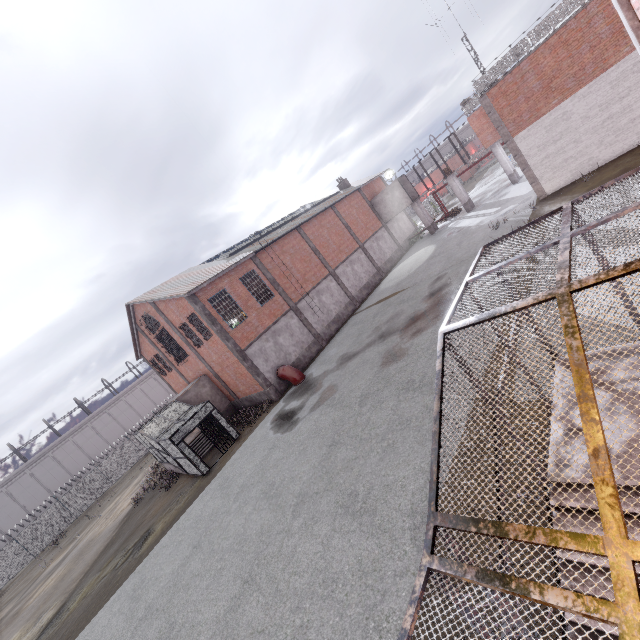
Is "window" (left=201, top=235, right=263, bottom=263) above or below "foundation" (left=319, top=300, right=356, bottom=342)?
above

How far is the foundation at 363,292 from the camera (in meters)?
29.88

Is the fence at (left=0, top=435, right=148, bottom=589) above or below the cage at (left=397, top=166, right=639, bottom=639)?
below

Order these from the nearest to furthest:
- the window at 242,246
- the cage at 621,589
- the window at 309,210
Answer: the cage at 621,589
the window at 242,246
the window at 309,210

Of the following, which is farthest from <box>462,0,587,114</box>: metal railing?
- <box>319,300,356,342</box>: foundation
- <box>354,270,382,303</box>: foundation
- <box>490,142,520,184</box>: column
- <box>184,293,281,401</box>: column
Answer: <box>184,293,281,401</box>: column

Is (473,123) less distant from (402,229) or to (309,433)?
(402,229)

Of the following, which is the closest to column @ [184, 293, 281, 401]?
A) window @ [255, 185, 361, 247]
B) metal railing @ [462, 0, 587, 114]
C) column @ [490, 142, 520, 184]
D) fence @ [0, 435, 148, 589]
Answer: window @ [255, 185, 361, 247]

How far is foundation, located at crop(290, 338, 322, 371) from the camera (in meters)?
23.38
